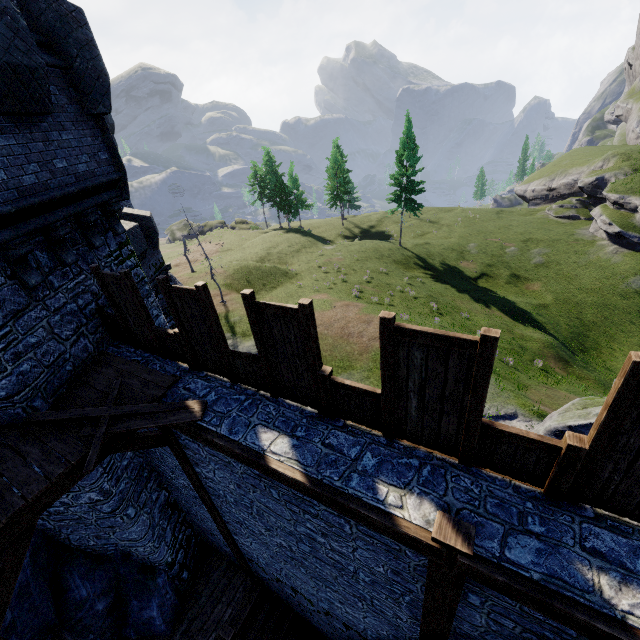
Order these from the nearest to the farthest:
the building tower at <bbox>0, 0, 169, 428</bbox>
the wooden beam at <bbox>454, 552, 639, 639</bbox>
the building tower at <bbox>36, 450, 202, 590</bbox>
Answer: the wooden beam at <bbox>454, 552, 639, 639</bbox>
the building tower at <bbox>0, 0, 169, 428</bbox>
the building tower at <bbox>36, 450, 202, 590</bbox>

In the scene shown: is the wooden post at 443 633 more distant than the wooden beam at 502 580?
Yes

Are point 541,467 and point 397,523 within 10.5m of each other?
yes

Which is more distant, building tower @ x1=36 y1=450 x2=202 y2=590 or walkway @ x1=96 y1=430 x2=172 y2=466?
building tower @ x1=36 y1=450 x2=202 y2=590

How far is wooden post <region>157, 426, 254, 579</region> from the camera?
6.32m

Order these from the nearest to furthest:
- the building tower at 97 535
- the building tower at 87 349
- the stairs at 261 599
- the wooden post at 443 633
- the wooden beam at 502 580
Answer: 1. the wooden beam at 502 580
2. the wooden post at 443 633
3. the building tower at 87 349
4. the building tower at 97 535
5. the stairs at 261 599

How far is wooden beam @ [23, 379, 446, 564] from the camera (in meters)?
3.64

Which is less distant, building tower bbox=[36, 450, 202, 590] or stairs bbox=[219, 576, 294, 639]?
building tower bbox=[36, 450, 202, 590]
